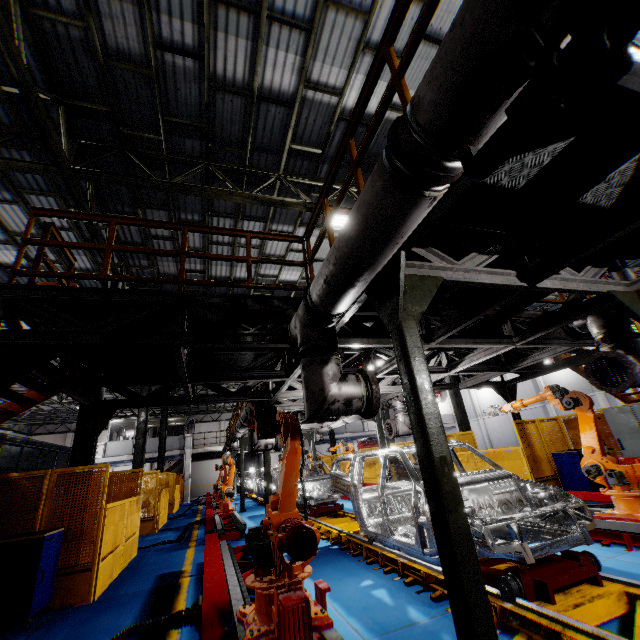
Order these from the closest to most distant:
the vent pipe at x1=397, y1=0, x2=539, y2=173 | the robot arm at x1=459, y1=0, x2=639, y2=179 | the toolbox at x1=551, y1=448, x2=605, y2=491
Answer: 1. the robot arm at x1=459, y1=0, x2=639, y2=179
2. the vent pipe at x1=397, y1=0, x2=539, y2=173
3. the toolbox at x1=551, y1=448, x2=605, y2=491

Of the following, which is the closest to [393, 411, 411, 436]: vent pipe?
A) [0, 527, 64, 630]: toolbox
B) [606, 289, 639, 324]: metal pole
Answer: [606, 289, 639, 324]: metal pole

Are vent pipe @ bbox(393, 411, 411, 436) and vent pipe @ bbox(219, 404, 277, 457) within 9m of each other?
yes

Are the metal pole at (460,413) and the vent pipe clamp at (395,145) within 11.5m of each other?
no

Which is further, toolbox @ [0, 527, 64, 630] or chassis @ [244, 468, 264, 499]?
chassis @ [244, 468, 264, 499]

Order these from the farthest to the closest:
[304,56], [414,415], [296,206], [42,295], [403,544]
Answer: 1. [296,206]
2. [304,56]
3. [403,544]
4. [42,295]
5. [414,415]

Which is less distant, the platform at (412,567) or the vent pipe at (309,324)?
the vent pipe at (309,324)

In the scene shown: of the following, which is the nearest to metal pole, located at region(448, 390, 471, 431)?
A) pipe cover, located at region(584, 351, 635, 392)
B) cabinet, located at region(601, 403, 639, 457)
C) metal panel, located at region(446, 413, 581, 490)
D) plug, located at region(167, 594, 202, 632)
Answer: metal panel, located at region(446, 413, 581, 490)
